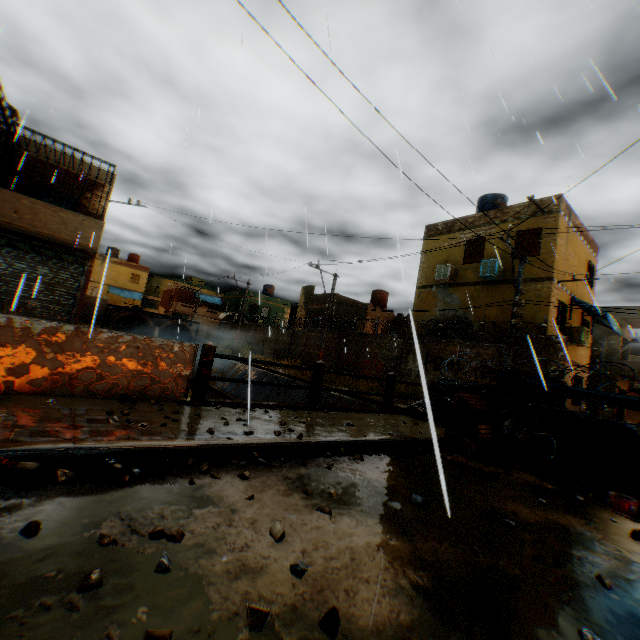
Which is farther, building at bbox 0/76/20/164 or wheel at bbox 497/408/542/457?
building at bbox 0/76/20/164

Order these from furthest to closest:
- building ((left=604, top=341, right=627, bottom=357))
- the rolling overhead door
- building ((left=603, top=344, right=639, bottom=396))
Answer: building ((left=604, top=341, right=627, bottom=357)) < building ((left=603, top=344, right=639, bottom=396)) < the rolling overhead door

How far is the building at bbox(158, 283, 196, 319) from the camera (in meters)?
46.97

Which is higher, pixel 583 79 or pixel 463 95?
pixel 583 79

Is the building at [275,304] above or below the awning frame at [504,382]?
above

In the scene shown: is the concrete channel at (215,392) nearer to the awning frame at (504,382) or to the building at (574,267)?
the building at (574,267)

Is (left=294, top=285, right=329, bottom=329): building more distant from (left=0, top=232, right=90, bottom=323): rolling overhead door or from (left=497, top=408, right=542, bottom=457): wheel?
(left=497, top=408, right=542, bottom=457): wheel

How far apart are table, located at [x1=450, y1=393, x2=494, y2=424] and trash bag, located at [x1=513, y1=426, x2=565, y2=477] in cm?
91
